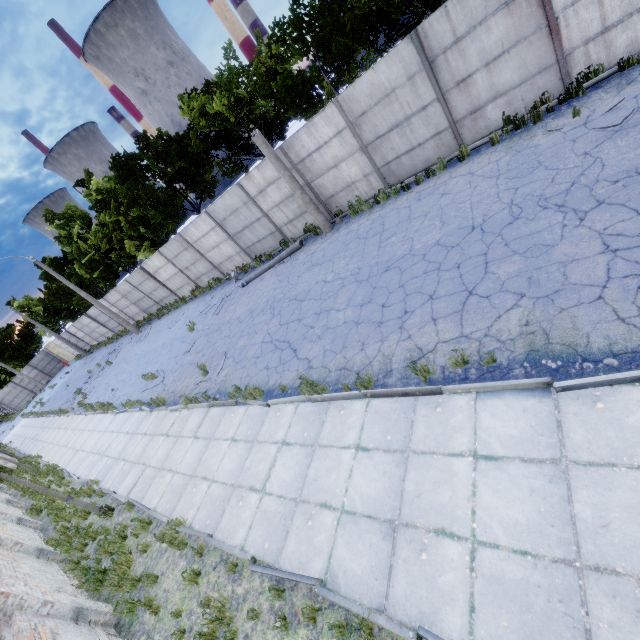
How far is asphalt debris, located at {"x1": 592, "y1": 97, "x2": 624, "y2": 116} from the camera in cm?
727

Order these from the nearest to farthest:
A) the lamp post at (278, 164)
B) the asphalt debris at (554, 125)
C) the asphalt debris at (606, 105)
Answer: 1. the asphalt debris at (606, 105)
2. the asphalt debris at (554, 125)
3. the lamp post at (278, 164)

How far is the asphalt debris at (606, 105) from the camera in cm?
727

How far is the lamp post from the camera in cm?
1185

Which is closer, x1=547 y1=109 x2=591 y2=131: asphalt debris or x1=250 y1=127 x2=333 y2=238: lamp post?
x1=547 y1=109 x2=591 y2=131: asphalt debris

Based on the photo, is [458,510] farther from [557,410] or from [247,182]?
[247,182]

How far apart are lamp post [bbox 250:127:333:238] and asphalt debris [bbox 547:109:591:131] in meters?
7.7 m
